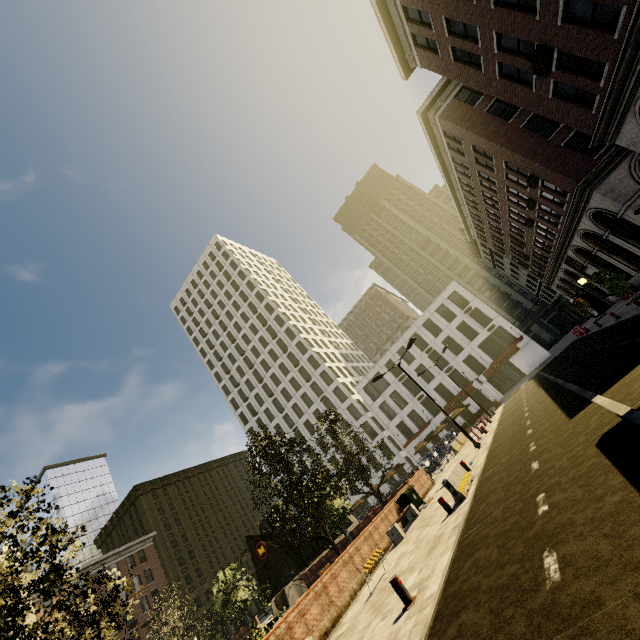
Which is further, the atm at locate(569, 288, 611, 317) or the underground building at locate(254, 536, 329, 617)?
the atm at locate(569, 288, 611, 317)

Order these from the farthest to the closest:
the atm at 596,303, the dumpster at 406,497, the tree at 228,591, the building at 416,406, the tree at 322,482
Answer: the building at 416,406 < the atm at 596,303 < the tree at 228,591 < the dumpster at 406,497 < the tree at 322,482

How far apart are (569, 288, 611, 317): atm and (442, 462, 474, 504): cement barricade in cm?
3285

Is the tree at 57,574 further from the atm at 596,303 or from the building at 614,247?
the atm at 596,303

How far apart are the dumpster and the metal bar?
10.3 meters

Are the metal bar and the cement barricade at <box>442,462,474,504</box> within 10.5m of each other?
yes

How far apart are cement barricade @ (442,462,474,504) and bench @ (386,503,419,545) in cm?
357

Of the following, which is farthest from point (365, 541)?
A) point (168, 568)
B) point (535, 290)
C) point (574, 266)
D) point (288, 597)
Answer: point (535, 290)
